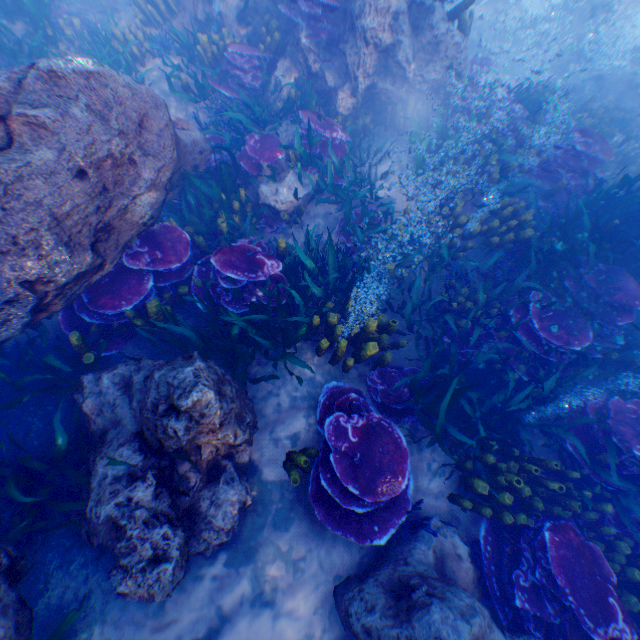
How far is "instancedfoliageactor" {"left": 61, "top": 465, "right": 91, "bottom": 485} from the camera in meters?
3.1

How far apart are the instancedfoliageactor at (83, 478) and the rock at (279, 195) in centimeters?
426cm

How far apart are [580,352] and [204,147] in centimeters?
743cm

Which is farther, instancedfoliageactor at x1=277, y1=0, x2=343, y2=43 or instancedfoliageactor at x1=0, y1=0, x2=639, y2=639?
instancedfoliageactor at x1=277, y1=0, x2=343, y2=43

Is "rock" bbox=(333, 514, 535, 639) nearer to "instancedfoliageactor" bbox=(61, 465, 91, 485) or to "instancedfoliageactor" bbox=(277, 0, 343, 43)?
"instancedfoliageactor" bbox=(277, 0, 343, 43)

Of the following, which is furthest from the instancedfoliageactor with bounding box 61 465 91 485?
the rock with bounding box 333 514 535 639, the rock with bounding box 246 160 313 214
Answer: the rock with bounding box 246 160 313 214

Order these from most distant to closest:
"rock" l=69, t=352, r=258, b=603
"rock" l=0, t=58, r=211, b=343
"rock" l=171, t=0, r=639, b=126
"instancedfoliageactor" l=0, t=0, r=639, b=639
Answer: "rock" l=171, t=0, r=639, b=126, "instancedfoliageactor" l=0, t=0, r=639, b=639, "rock" l=0, t=58, r=211, b=343, "rock" l=69, t=352, r=258, b=603

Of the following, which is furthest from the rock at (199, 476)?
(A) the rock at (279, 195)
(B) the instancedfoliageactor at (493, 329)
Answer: (A) the rock at (279, 195)
